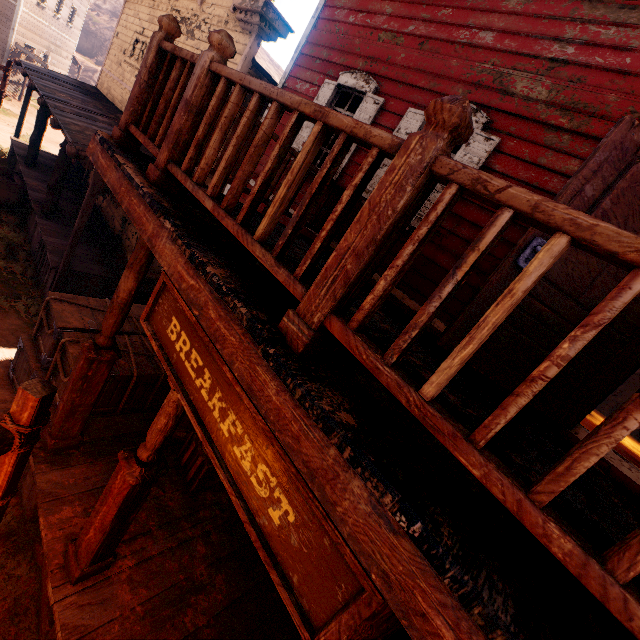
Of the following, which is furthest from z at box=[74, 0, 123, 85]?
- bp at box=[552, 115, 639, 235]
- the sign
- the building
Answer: bp at box=[552, 115, 639, 235]

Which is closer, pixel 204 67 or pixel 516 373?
pixel 204 67

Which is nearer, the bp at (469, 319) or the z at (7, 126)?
the bp at (469, 319)

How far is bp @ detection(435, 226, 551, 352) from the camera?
2.7m

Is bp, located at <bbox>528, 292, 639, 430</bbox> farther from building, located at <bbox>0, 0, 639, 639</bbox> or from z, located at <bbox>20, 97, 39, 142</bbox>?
z, located at <bbox>20, 97, 39, 142</bbox>

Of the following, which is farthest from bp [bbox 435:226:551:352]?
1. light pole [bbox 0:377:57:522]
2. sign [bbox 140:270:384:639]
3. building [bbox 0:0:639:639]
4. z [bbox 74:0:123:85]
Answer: z [bbox 74:0:123:85]

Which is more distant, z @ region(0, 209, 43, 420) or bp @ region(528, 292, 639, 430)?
z @ region(0, 209, 43, 420)

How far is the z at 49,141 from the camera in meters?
16.9
